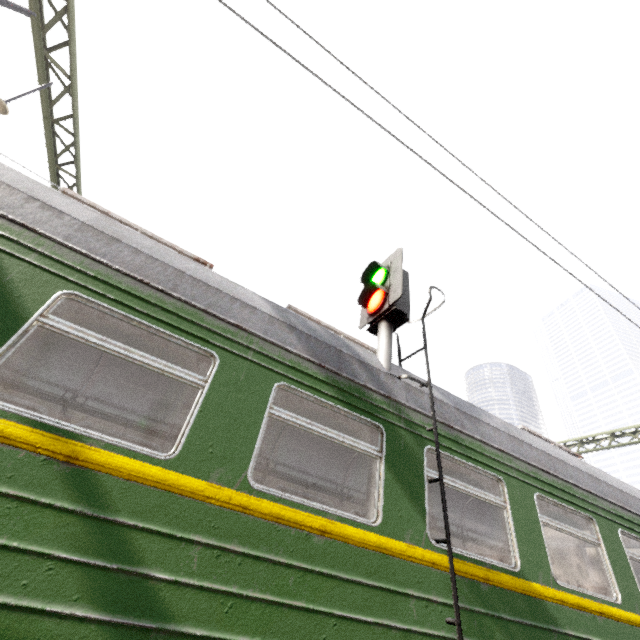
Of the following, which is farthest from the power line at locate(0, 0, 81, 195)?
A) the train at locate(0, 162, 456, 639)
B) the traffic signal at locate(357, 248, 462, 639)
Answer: the traffic signal at locate(357, 248, 462, 639)

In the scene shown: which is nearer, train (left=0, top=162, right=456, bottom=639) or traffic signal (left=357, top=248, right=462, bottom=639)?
train (left=0, top=162, right=456, bottom=639)

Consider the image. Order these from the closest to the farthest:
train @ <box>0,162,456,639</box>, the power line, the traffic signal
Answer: train @ <box>0,162,456,639</box> → the traffic signal → the power line

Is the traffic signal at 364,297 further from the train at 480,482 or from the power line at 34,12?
the power line at 34,12

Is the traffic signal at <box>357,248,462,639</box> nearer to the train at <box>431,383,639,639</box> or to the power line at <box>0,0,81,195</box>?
the train at <box>431,383,639,639</box>

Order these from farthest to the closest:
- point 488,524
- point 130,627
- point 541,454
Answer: point 488,524 < point 541,454 < point 130,627
